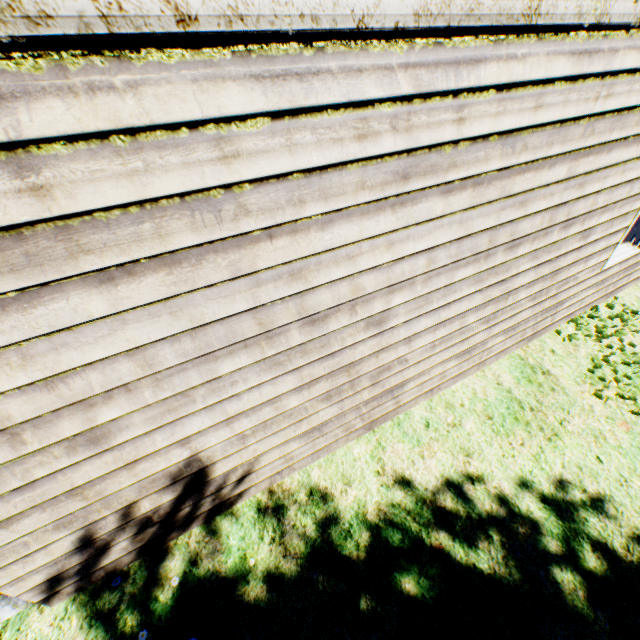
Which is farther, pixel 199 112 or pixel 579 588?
pixel 579 588
